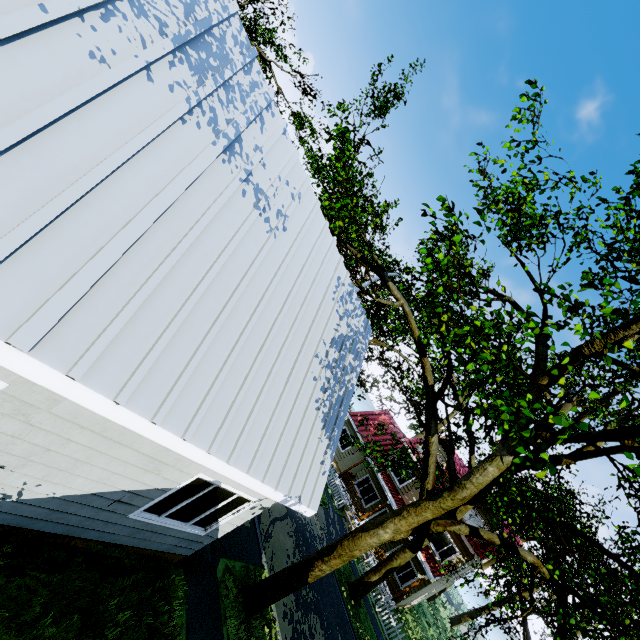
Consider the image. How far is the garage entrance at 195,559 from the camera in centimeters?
709cm

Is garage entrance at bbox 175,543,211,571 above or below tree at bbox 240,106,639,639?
below

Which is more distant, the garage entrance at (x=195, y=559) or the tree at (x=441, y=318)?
the garage entrance at (x=195, y=559)

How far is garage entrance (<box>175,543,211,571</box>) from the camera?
7.1 meters

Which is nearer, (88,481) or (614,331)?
(88,481)

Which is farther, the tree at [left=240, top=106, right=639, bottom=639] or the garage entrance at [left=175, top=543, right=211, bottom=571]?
the garage entrance at [left=175, top=543, right=211, bottom=571]
